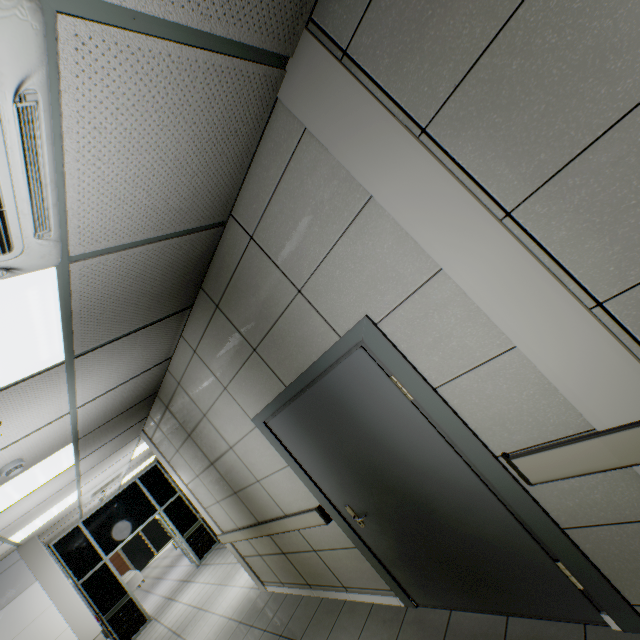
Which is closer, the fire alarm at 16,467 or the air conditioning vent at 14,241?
the air conditioning vent at 14,241

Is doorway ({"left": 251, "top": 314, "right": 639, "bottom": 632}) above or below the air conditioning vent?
below

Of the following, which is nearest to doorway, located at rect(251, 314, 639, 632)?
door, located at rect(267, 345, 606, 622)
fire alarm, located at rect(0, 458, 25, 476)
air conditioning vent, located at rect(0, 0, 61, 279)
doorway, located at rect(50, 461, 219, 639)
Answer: door, located at rect(267, 345, 606, 622)

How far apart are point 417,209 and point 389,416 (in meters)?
1.29

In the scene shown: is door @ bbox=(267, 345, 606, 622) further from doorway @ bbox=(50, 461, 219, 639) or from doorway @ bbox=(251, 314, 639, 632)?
doorway @ bbox=(50, 461, 219, 639)

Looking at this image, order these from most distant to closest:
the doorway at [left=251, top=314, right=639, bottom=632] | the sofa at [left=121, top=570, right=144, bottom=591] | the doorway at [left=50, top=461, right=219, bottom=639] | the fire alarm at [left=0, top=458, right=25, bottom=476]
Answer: the sofa at [left=121, top=570, right=144, bottom=591]
the doorway at [left=50, top=461, right=219, bottom=639]
the fire alarm at [left=0, top=458, right=25, bottom=476]
the doorway at [left=251, top=314, right=639, bottom=632]

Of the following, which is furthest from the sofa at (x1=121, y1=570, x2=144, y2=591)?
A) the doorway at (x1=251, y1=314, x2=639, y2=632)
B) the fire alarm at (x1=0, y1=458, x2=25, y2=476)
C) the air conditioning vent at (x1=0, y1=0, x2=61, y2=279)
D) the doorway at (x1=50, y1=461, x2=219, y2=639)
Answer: the air conditioning vent at (x1=0, y1=0, x2=61, y2=279)

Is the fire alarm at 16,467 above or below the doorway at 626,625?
above
